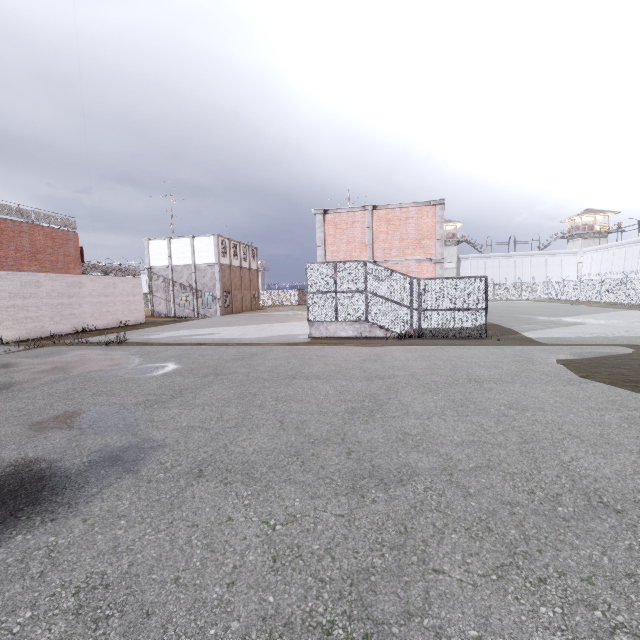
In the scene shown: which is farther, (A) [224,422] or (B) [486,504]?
(A) [224,422]

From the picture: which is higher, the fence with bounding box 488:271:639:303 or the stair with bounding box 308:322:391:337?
the fence with bounding box 488:271:639:303

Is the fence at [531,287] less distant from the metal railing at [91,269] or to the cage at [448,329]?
the metal railing at [91,269]

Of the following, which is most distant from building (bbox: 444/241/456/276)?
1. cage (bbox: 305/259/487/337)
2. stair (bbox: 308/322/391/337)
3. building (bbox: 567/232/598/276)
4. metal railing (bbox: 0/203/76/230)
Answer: metal railing (bbox: 0/203/76/230)

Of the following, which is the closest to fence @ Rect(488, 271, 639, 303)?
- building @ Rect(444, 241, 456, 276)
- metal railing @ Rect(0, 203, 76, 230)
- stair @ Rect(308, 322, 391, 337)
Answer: metal railing @ Rect(0, 203, 76, 230)

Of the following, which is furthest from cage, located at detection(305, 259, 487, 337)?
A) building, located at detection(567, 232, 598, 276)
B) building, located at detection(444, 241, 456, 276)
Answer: building, located at detection(567, 232, 598, 276)

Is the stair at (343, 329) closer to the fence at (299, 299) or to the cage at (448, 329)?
the cage at (448, 329)

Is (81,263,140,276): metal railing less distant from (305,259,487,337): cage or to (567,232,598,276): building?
(305,259,487,337): cage
